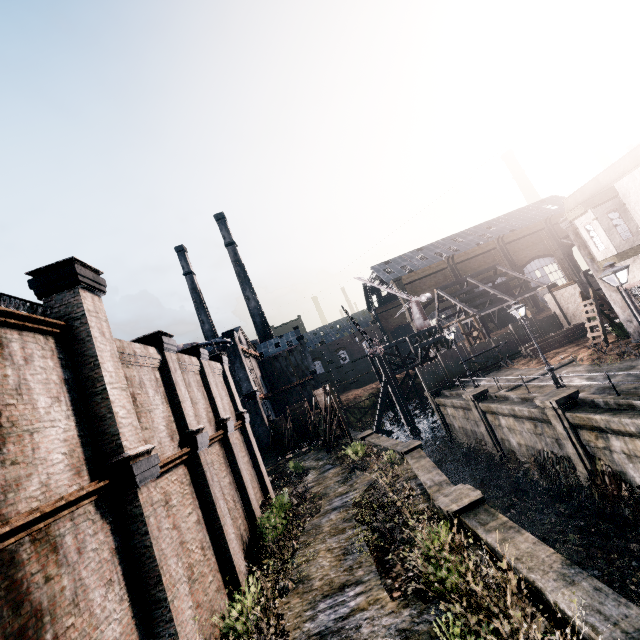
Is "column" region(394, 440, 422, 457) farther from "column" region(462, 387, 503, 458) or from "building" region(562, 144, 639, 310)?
"building" region(562, 144, 639, 310)

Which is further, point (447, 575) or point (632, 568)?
point (632, 568)

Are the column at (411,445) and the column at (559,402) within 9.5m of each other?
yes

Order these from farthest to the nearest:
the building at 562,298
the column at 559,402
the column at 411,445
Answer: the building at 562,298 < the column at 411,445 < the column at 559,402

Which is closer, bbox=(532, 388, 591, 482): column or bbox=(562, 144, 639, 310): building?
bbox=(532, 388, 591, 482): column

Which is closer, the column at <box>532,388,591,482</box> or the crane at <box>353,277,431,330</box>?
the column at <box>532,388,591,482</box>

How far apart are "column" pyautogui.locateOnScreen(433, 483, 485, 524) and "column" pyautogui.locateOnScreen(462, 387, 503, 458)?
13.4 meters

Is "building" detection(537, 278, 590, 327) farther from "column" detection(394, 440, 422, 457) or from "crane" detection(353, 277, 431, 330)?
"column" detection(394, 440, 422, 457)
